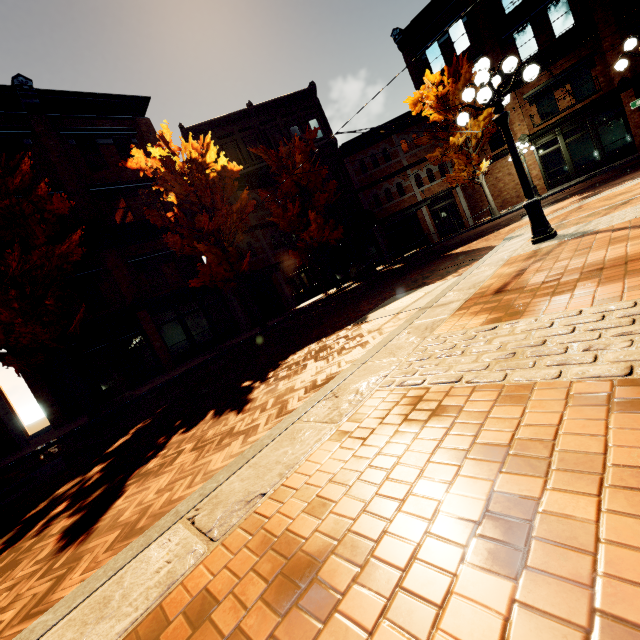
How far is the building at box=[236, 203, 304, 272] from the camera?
21.1m

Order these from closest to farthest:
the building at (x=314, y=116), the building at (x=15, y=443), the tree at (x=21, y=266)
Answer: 1. the tree at (x=21, y=266)
2. the building at (x=15, y=443)
3. the building at (x=314, y=116)

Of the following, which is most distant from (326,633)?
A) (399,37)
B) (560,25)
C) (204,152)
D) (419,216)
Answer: (399,37)

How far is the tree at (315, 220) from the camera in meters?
19.7

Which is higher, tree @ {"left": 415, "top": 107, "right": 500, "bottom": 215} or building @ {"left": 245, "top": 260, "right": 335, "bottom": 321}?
tree @ {"left": 415, "top": 107, "right": 500, "bottom": 215}

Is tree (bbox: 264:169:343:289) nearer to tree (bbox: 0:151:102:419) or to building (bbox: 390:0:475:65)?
tree (bbox: 0:151:102:419)

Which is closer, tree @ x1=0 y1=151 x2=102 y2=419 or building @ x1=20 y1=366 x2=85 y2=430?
tree @ x1=0 y1=151 x2=102 y2=419

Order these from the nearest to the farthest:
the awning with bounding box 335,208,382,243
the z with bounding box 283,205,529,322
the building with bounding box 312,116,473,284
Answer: the z with bounding box 283,205,529,322, the awning with bounding box 335,208,382,243, the building with bounding box 312,116,473,284
